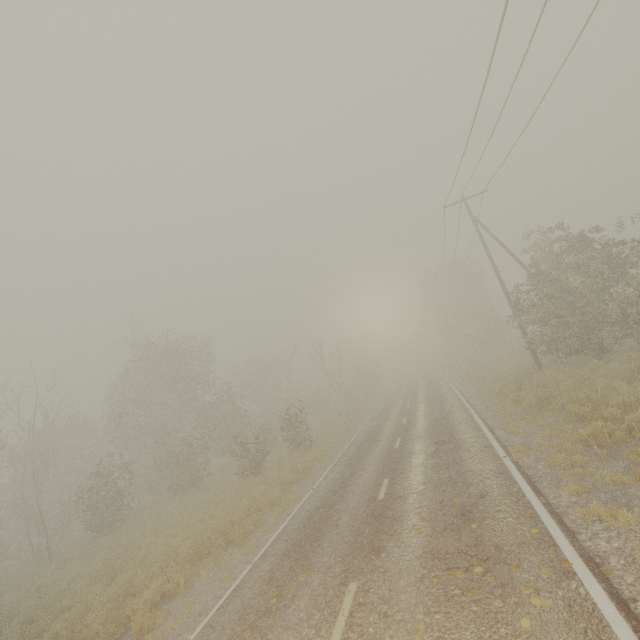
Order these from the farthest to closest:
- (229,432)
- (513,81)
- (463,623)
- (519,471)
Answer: (229,432) → (513,81) → (519,471) → (463,623)
